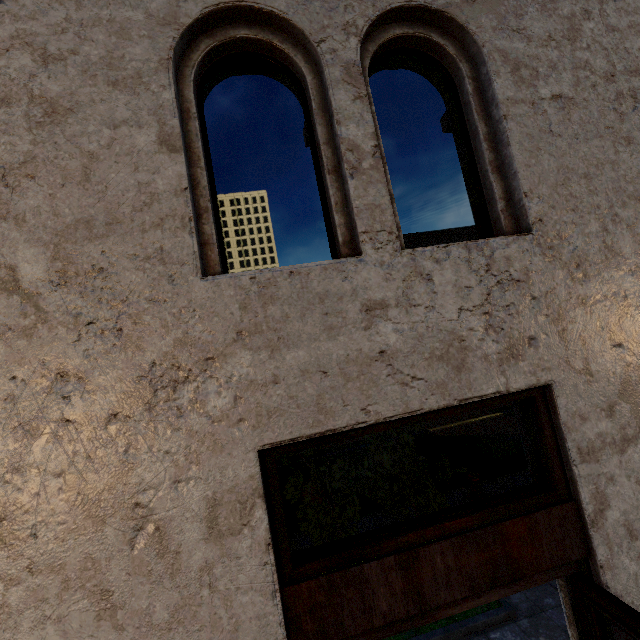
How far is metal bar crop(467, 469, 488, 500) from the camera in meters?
6.9

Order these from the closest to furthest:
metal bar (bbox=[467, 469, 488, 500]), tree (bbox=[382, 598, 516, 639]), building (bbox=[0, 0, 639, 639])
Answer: building (bbox=[0, 0, 639, 639]), tree (bbox=[382, 598, 516, 639]), metal bar (bbox=[467, 469, 488, 500])

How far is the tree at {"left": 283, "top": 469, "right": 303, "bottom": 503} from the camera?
4.24m

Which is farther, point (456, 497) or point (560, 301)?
point (456, 497)

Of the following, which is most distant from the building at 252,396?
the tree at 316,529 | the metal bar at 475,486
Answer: the metal bar at 475,486

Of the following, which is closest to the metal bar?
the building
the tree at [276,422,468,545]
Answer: the tree at [276,422,468,545]

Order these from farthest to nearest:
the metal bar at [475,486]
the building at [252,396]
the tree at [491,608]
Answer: the metal bar at [475,486], the tree at [491,608], the building at [252,396]
